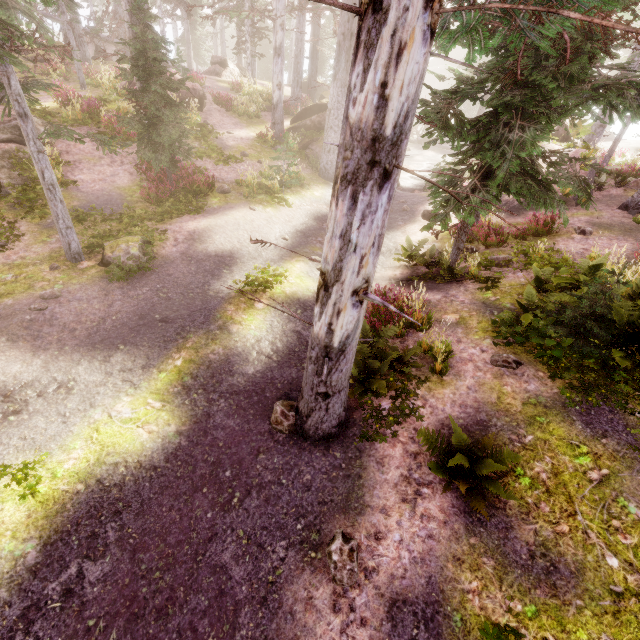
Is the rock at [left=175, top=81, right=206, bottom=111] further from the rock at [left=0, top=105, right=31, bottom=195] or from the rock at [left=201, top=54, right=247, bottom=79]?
the rock at [left=201, top=54, right=247, bottom=79]

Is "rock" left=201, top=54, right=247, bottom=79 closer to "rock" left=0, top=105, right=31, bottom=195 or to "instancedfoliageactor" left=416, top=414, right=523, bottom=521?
"instancedfoliageactor" left=416, top=414, right=523, bottom=521

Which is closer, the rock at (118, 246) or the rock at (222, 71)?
the rock at (118, 246)

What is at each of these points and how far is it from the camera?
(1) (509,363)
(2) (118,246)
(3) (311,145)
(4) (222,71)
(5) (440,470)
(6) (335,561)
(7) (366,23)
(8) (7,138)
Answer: (1) instancedfoliageactor, 6.43m
(2) rock, 8.90m
(3) rock, 19.66m
(4) rock, 28.66m
(5) instancedfoliageactor, 4.98m
(6) instancedfoliageactor, 4.28m
(7) instancedfoliageactor, 2.65m
(8) rock, 12.44m

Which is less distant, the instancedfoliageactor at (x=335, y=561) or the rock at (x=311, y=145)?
the instancedfoliageactor at (x=335, y=561)

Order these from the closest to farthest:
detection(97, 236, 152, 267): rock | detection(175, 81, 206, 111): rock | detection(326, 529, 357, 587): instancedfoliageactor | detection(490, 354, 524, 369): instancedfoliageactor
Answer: detection(326, 529, 357, 587): instancedfoliageactor, detection(490, 354, 524, 369): instancedfoliageactor, detection(97, 236, 152, 267): rock, detection(175, 81, 206, 111): rock

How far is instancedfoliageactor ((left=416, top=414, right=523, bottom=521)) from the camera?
4.36m
